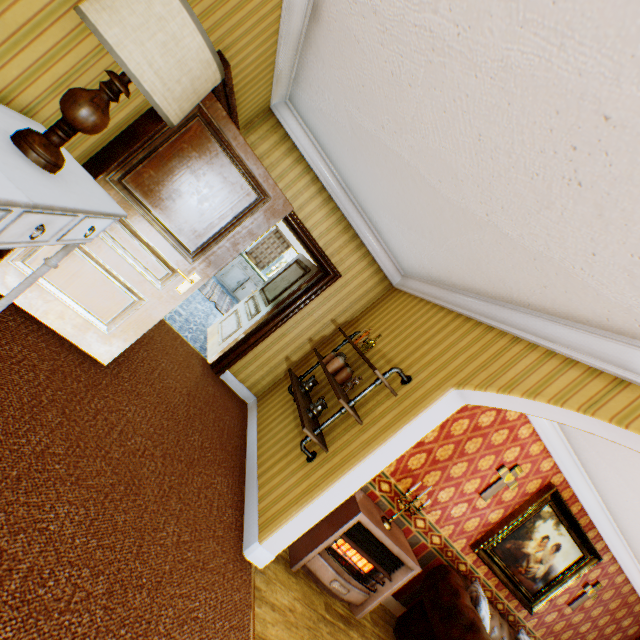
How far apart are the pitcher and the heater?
0.8 meters

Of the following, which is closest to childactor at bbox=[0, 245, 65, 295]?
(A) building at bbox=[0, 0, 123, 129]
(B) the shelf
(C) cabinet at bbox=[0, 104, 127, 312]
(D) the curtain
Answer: (A) building at bbox=[0, 0, 123, 129]

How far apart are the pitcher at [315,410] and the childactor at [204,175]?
1.7 meters

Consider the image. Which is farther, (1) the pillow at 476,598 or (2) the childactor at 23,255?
(1) the pillow at 476,598

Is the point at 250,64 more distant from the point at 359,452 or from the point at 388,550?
the point at 388,550

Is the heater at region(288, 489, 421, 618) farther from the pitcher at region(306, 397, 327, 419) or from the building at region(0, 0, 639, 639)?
the pitcher at region(306, 397, 327, 419)

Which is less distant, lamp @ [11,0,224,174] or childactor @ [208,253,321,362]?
lamp @ [11,0,224,174]

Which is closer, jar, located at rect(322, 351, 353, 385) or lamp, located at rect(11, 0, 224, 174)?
lamp, located at rect(11, 0, 224, 174)
